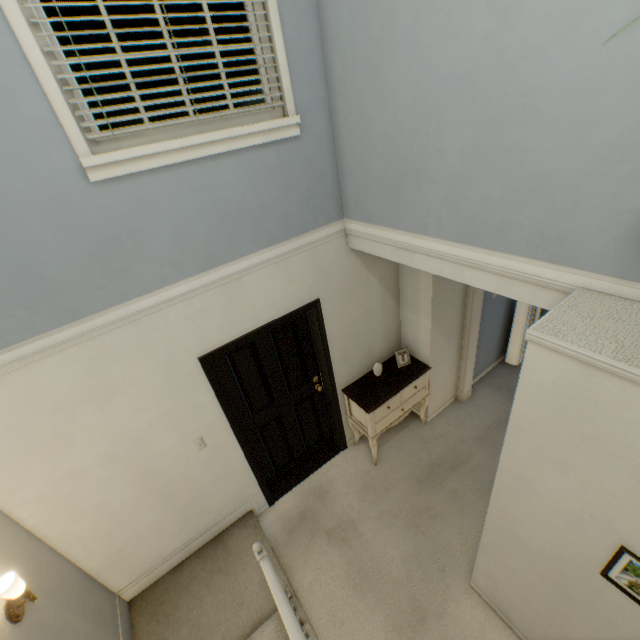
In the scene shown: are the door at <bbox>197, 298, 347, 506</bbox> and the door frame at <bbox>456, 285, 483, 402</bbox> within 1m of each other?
no

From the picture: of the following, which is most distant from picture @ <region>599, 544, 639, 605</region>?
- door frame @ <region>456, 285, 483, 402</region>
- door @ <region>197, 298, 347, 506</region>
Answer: door @ <region>197, 298, 347, 506</region>

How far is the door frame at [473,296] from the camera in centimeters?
345cm

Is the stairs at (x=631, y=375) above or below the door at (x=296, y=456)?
above

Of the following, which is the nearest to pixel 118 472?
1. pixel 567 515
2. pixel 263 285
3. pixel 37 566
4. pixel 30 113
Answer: pixel 37 566

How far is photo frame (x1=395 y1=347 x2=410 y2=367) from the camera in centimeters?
358cm

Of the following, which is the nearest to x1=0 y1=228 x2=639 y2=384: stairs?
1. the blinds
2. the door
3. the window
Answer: the door

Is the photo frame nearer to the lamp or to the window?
the window
